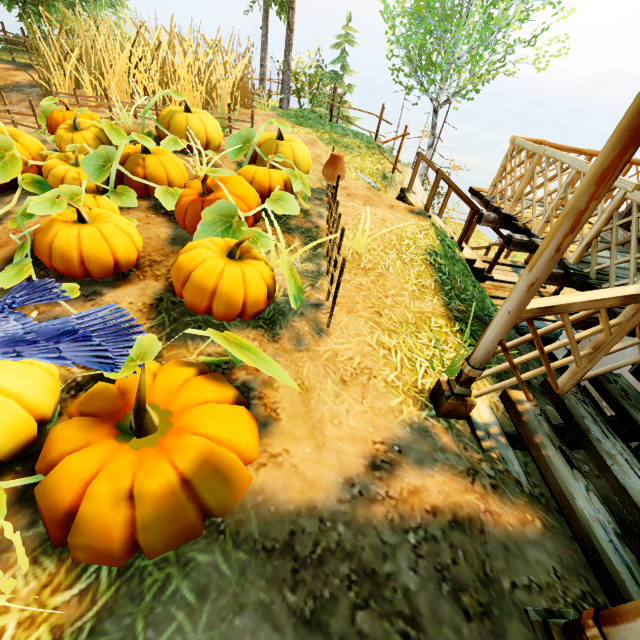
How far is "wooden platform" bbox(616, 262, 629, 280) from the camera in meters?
3.9 m

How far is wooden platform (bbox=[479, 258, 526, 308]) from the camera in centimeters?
765cm

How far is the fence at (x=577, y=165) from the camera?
4.2 meters

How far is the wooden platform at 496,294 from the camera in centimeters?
765cm

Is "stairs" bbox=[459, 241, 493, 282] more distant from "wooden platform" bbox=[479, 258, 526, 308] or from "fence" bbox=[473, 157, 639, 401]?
"fence" bbox=[473, 157, 639, 401]

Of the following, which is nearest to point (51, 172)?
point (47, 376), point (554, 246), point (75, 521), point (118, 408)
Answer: point (47, 376)

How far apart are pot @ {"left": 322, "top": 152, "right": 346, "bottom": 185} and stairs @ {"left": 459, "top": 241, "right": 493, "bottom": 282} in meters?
4.3 m

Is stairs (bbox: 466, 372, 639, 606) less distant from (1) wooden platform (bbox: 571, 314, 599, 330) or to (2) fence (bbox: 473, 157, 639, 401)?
(2) fence (bbox: 473, 157, 639, 401)
